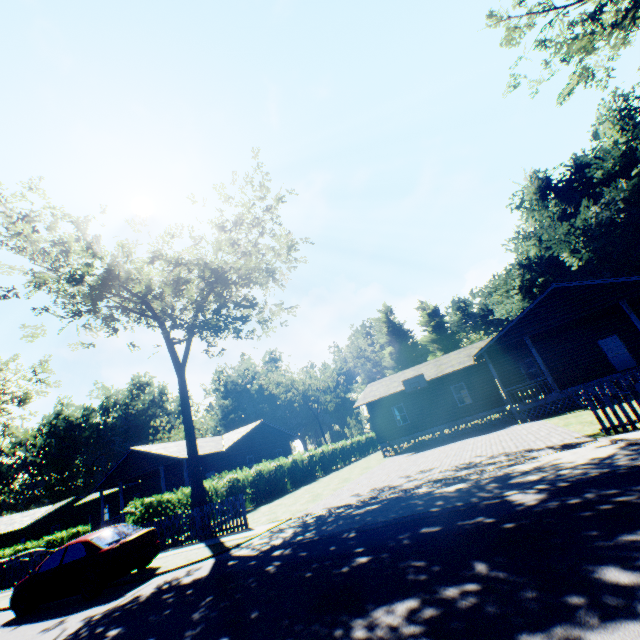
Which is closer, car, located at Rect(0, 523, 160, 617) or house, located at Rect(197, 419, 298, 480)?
car, located at Rect(0, 523, 160, 617)

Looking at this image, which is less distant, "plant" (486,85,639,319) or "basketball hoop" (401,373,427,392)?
"basketball hoop" (401,373,427,392)

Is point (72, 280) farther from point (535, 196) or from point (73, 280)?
point (535, 196)

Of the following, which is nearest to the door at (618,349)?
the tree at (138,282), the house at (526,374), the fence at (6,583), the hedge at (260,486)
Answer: the house at (526,374)

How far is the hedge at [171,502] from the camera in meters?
15.1

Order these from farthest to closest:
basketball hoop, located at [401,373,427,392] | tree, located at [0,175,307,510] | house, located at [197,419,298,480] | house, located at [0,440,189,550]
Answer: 1. house, located at [197,419,298,480]
2. house, located at [0,440,189,550]
3. basketball hoop, located at [401,373,427,392]
4. tree, located at [0,175,307,510]

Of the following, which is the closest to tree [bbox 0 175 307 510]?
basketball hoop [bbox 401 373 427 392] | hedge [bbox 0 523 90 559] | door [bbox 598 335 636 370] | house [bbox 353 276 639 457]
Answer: house [bbox 353 276 639 457]

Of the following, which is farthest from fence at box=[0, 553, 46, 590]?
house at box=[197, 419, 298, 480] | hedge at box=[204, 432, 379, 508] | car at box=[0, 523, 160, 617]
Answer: house at box=[197, 419, 298, 480]
